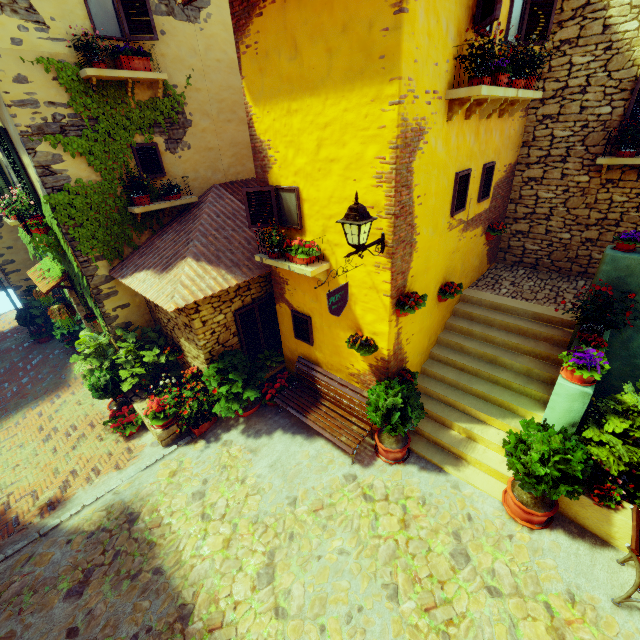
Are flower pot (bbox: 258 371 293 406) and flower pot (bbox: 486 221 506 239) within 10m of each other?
yes

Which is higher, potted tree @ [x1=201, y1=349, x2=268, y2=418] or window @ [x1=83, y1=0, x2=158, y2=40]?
window @ [x1=83, y1=0, x2=158, y2=40]

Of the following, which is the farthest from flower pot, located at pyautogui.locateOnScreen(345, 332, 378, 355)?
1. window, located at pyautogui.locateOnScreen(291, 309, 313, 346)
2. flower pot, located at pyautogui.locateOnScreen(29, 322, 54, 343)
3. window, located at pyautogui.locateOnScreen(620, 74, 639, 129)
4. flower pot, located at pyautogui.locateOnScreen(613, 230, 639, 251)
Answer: flower pot, located at pyautogui.locateOnScreen(29, 322, 54, 343)

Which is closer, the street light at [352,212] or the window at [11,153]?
the street light at [352,212]

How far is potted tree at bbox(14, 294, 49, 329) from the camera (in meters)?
12.16

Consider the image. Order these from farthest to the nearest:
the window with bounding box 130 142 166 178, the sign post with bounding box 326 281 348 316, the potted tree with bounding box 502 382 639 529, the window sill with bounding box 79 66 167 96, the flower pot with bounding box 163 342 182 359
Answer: the flower pot with bounding box 163 342 182 359 → the window with bounding box 130 142 166 178 → the window sill with bounding box 79 66 167 96 → the sign post with bounding box 326 281 348 316 → the potted tree with bounding box 502 382 639 529

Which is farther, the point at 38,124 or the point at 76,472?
the point at 76,472

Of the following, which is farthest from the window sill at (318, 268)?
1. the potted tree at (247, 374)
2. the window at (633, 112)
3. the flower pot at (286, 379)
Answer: the window at (633, 112)
